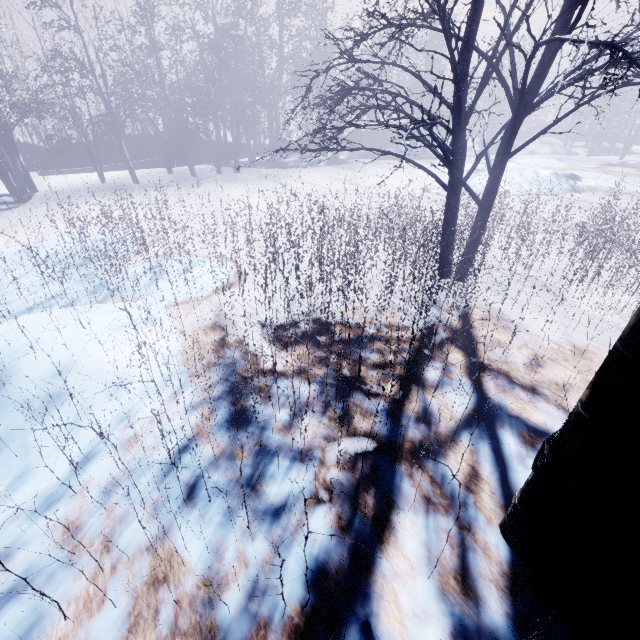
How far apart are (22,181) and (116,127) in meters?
3.5 m
